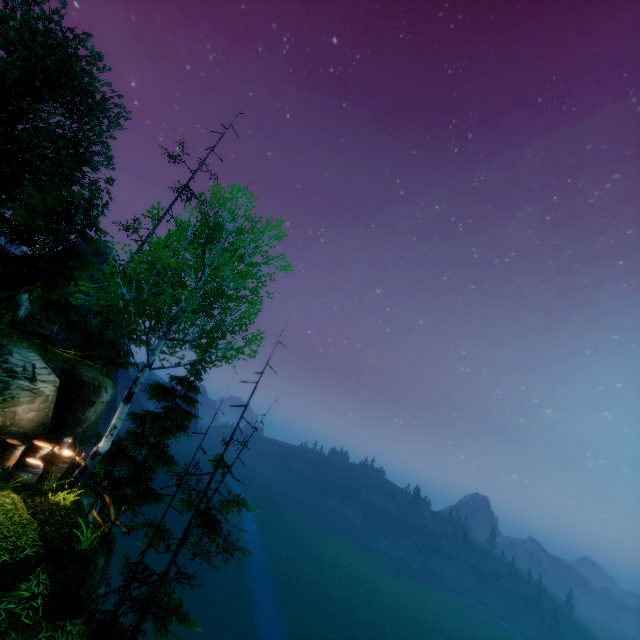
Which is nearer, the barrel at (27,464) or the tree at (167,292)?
the barrel at (27,464)

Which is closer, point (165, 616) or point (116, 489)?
point (165, 616)

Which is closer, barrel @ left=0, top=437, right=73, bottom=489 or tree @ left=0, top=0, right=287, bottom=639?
barrel @ left=0, top=437, right=73, bottom=489
